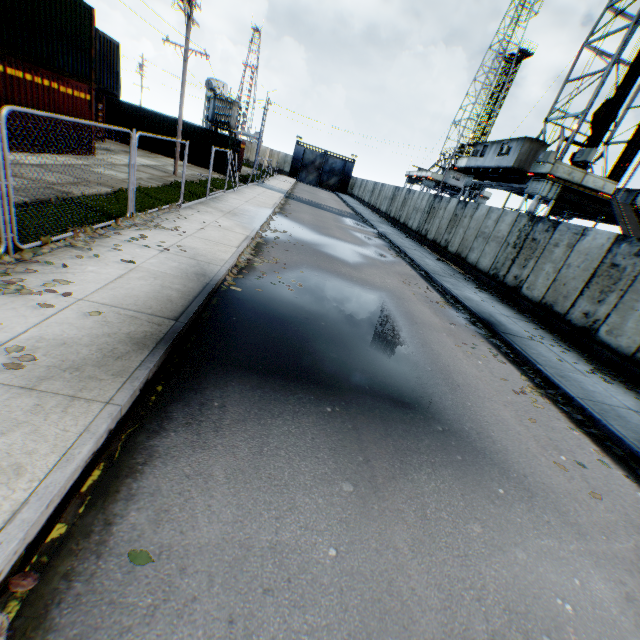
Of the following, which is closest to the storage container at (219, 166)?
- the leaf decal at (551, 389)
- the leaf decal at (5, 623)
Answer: the leaf decal at (551, 389)

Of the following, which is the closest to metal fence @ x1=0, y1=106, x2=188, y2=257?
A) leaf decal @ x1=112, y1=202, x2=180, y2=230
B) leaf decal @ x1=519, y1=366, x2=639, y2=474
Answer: leaf decal @ x1=112, y1=202, x2=180, y2=230

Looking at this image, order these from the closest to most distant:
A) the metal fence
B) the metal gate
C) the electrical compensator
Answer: the metal fence → the electrical compensator → the metal gate

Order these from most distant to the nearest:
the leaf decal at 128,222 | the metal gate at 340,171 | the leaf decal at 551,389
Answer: the metal gate at 340,171 < the leaf decal at 128,222 < the leaf decal at 551,389

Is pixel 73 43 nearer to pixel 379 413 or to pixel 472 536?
pixel 379 413

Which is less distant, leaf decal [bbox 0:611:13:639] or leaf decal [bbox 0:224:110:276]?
leaf decal [bbox 0:611:13:639]

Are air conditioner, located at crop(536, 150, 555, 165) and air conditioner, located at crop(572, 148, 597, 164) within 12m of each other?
yes

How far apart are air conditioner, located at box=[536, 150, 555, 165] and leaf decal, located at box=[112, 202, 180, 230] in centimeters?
1907cm
